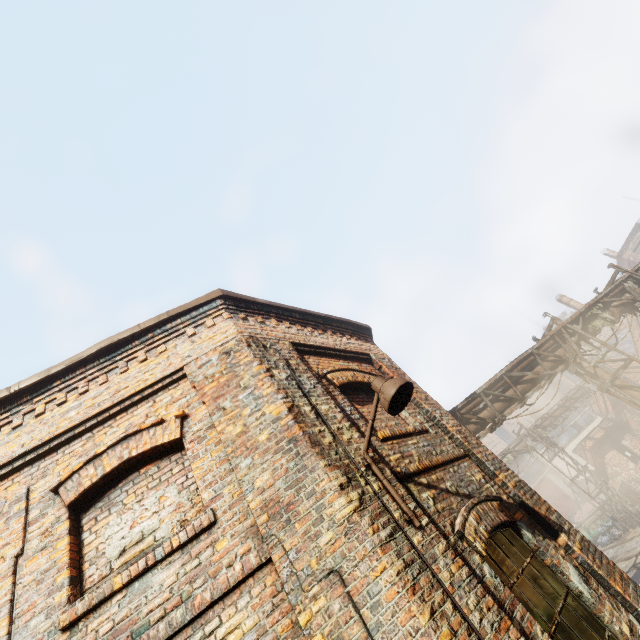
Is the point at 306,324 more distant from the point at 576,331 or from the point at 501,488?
the point at 576,331

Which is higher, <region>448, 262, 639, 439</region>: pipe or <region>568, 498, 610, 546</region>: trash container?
<region>448, 262, 639, 439</region>: pipe

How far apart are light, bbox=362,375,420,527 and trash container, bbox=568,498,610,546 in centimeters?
2564cm

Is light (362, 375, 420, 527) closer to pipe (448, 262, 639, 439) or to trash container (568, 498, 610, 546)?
pipe (448, 262, 639, 439)

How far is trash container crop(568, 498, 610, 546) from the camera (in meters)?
20.42

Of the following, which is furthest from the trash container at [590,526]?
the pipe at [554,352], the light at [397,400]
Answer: the light at [397,400]

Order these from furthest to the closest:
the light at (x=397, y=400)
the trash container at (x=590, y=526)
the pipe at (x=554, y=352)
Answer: the trash container at (x=590, y=526) < the pipe at (x=554, y=352) < the light at (x=397, y=400)

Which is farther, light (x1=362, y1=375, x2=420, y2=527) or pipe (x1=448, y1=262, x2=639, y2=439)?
pipe (x1=448, y1=262, x2=639, y2=439)
